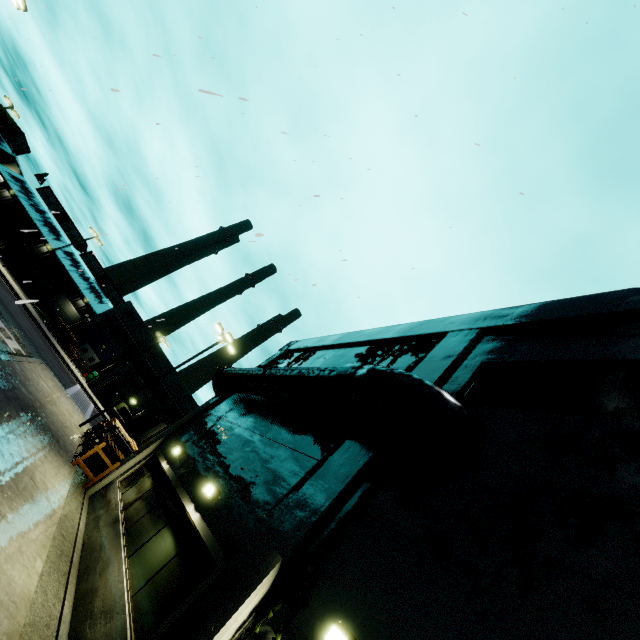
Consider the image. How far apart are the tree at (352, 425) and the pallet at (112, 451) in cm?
1148

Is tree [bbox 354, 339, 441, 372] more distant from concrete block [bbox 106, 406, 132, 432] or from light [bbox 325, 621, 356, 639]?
concrete block [bbox 106, 406, 132, 432]

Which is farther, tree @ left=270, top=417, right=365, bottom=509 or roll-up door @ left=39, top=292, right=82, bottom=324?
roll-up door @ left=39, top=292, right=82, bottom=324

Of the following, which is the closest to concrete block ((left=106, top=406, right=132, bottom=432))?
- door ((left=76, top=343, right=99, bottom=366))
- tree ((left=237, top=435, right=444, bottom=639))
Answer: door ((left=76, top=343, right=99, bottom=366))

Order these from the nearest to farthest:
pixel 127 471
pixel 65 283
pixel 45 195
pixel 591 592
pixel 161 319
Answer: pixel 591 592 < pixel 161 319 < pixel 127 471 < pixel 65 283 < pixel 45 195

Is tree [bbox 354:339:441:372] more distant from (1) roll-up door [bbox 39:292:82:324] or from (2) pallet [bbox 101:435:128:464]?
(1) roll-up door [bbox 39:292:82:324]

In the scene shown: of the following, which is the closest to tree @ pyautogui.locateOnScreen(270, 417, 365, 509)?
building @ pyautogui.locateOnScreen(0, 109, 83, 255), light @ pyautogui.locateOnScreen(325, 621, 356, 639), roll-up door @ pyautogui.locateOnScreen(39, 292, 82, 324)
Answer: building @ pyautogui.locateOnScreen(0, 109, 83, 255)

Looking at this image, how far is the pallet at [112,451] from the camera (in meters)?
14.14
